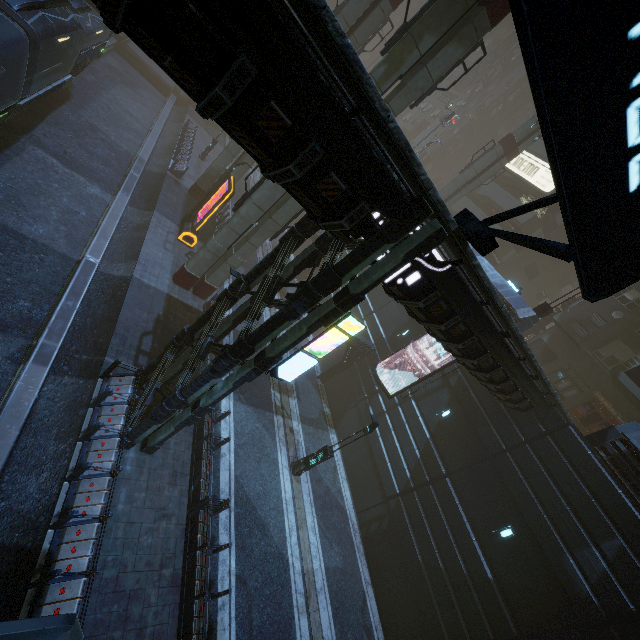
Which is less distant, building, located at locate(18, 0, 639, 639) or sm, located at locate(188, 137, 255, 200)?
building, located at locate(18, 0, 639, 639)

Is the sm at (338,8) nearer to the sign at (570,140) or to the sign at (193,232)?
the sign at (193,232)

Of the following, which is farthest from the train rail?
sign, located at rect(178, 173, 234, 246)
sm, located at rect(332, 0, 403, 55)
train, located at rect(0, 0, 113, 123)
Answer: sign, located at rect(178, 173, 234, 246)

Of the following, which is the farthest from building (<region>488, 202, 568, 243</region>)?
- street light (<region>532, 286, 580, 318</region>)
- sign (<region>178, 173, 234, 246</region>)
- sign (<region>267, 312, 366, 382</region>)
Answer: sign (<region>178, 173, 234, 246</region>)

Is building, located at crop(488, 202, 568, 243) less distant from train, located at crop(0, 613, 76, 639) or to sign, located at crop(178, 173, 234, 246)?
train, located at crop(0, 613, 76, 639)

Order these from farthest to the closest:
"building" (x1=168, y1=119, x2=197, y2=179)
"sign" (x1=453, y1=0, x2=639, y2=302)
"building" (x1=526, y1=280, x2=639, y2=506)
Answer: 1. "building" (x1=168, y1=119, x2=197, y2=179)
2. "building" (x1=526, y1=280, x2=639, y2=506)
3. "sign" (x1=453, y1=0, x2=639, y2=302)

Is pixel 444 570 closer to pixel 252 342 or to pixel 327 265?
pixel 252 342

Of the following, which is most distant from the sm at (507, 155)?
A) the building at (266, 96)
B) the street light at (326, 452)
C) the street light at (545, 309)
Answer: the street light at (326, 452)
